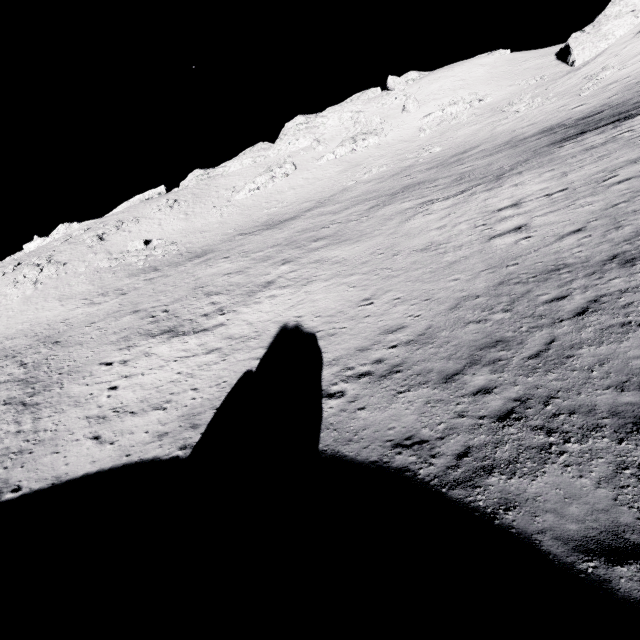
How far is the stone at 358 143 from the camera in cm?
5506

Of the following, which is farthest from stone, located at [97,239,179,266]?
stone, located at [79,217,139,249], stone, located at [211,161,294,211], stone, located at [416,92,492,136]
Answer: stone, located at [416,92,492,136]

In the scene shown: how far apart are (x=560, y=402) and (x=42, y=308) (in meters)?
48.74

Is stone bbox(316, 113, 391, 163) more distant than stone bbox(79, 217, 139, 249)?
Yes

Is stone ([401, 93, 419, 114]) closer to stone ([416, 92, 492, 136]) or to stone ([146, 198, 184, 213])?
stone ([416, 92, 492, 136])

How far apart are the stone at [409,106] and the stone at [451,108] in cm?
350

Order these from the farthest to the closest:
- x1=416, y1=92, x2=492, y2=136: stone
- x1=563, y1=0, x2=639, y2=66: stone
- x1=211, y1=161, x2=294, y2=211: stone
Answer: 1. x1=211, y1=161, x2=294, y2=211: stone
2. x1=416, y1=92, x2=492, y2=136: stone
3. x1=563, y1=0, x2=639, y2=66: stone

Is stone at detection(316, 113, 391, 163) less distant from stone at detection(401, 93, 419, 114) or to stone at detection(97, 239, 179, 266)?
stone at detection(401, 93, 419, 114)
